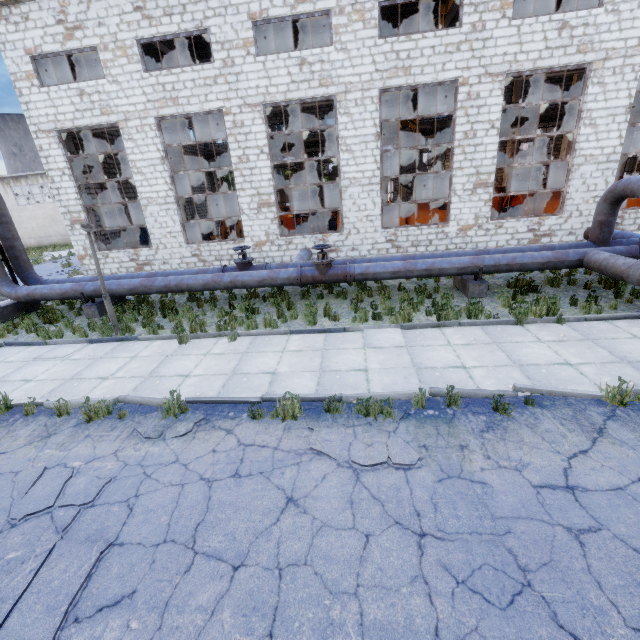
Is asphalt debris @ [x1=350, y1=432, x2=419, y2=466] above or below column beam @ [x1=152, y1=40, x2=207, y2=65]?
below

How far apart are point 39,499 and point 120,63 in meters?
15.3

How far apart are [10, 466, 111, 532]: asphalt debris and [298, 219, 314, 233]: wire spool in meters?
14.9

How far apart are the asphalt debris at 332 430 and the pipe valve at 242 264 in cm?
693

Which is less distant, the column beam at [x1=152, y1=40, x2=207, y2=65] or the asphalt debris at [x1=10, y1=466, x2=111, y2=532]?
the asphalt debris at [x1=10, y1=466, x2=111, y2=532]

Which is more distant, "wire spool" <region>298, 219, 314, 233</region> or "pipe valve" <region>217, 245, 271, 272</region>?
"wire spool" <region>298, 219, 314, 233</region>

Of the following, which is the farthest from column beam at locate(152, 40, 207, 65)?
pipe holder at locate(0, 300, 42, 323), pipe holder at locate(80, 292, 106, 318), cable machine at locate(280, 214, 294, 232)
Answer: pipe holder at locate(80, 292, 106, 318)

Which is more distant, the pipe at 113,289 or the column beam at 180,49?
the column beam at 180,49
